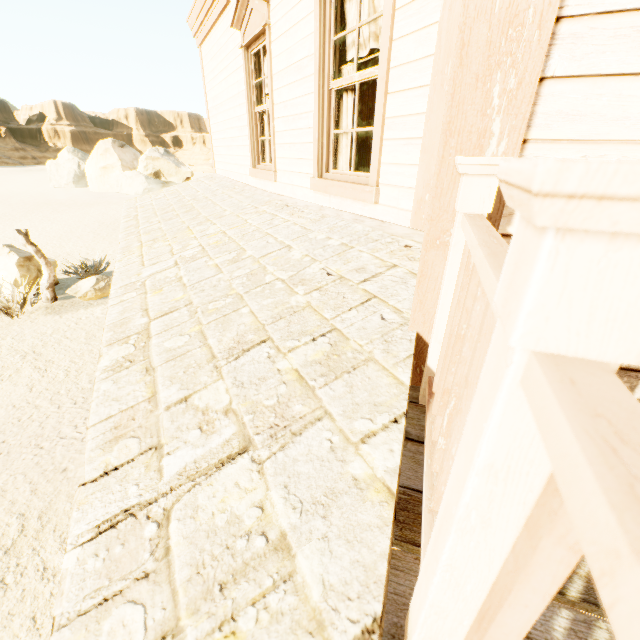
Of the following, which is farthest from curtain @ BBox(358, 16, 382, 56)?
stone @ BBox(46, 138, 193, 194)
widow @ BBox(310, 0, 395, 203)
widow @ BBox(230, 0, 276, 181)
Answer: stone @ BBox(46, 138, 193, 194)

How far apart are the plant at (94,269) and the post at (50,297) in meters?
0.9 m

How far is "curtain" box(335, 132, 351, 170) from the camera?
3.4 meters

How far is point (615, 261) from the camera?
0.3m

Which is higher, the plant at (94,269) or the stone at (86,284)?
the plant at (94,269)

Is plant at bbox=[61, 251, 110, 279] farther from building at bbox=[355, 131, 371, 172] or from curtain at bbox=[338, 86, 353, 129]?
curtain at bbox=[338, 86, 353, 129]

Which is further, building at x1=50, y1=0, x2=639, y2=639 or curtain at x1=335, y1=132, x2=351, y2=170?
curtain at x1=335, y1=132, x2=351, y2=170

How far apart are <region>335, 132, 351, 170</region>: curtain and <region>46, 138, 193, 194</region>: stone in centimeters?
4348cm
